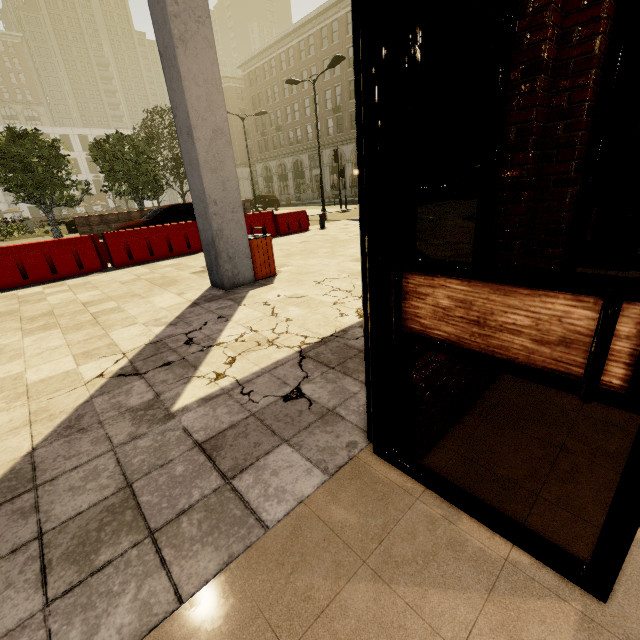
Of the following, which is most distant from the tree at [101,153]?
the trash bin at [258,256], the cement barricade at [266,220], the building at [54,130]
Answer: the building at [54,130]

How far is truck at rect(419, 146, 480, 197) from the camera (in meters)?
23.95

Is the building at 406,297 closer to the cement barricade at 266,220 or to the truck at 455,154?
the cement barricade at 266,220

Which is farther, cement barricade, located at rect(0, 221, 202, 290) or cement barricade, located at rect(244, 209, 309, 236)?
cement barricade, located at rect(244, 209, 309, 236)

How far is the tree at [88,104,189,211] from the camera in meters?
19.9 m

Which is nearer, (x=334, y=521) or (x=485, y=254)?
(x=334, y=521)

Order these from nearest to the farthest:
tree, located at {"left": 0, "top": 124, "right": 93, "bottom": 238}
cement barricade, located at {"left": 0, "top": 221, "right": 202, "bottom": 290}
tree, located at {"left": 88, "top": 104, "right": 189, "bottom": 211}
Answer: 1. cement barricade, located at {"left": 0, "top": 221, "right": 202, "bottom": 290}
2. tree, located at {"left": 0, "top": 124, "right": 93, "bottom": 238}
3. tree, located at {"left": 88, "top": 104, "right": 189, "bottom": 211}

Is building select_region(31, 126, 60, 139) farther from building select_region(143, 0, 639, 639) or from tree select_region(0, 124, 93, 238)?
building select_region(143, 0, 639, 639)
